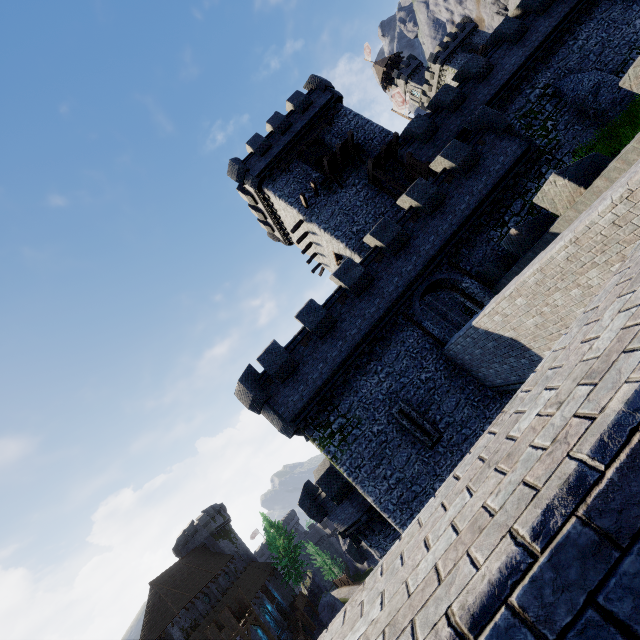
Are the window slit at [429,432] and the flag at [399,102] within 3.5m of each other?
no

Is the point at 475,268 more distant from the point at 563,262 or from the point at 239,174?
the point at 239,174

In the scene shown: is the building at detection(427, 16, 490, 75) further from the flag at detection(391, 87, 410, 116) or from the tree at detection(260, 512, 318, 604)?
the tree at detection(260, 512, 318, 604)

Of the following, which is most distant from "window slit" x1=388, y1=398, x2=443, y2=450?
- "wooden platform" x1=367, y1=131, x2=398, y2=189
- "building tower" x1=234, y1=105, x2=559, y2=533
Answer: "wooden platform" x1=367, y1=131, x2=398, y2=189

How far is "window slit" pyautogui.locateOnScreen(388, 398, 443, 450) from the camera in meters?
15.0 m

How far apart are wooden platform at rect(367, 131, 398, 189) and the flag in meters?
23.1

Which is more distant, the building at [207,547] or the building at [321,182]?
the building at [207,547]

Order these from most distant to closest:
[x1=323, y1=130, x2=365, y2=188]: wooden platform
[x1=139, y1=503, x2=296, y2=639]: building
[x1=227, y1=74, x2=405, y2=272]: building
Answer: [x1=139, y1=503, x2=296, y2=639]: building → [x1=227, y1=74, x2=405, y2=272]: building → [x1=323, y1=130, x2=365, y2=188]: wooden platform
